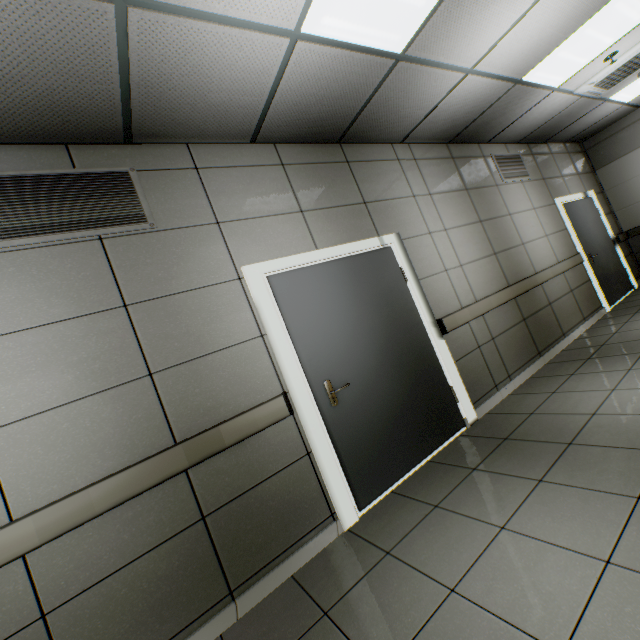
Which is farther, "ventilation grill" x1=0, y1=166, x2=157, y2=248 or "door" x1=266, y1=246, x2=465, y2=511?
"door" x1=266, y1=246, x2=465, y2=511

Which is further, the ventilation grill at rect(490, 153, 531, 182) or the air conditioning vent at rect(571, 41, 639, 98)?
the ventilation grill at rect(490, 153, 531, 182)

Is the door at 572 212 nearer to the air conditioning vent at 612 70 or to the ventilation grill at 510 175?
the ventilation grill at 510 175

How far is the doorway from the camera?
2.5 meters

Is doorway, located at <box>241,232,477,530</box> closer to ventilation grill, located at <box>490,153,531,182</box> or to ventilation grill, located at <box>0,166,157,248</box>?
ventilation grill, located at <box>0,166,157,248</box>

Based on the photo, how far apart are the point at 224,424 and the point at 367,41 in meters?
2.9

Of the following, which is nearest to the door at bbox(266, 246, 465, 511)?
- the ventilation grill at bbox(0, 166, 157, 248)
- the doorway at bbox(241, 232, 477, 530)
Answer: the doorway at bbox(241, 232, 477, 530)

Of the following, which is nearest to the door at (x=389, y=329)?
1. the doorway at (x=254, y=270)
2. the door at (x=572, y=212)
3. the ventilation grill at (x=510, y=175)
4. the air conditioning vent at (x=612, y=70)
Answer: the doorway at (x=254, y=270)
